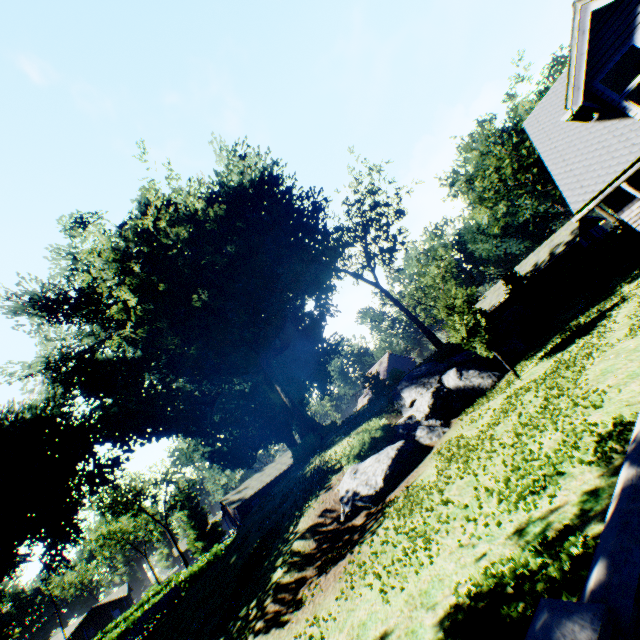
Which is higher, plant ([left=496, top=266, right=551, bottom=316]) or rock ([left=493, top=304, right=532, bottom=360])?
plant ([left=496, top=266, right=551, bottom=316])

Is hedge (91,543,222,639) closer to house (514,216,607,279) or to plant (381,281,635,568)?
plant (381,281,635,568)

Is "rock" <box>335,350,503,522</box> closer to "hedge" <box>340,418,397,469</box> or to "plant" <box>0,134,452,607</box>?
"hedge" <box>340,418,397,469</box>

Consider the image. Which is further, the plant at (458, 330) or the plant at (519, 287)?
the plant at (519, 287)

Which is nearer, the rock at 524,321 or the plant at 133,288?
the rock at 524,321

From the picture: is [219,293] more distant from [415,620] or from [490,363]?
[415,620]

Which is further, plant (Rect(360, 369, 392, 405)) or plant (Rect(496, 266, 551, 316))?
plant (Rect(496, 266, 551, 316))

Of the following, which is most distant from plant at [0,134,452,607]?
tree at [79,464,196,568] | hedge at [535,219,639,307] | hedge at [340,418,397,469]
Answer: tree at [79,464,196,568]
